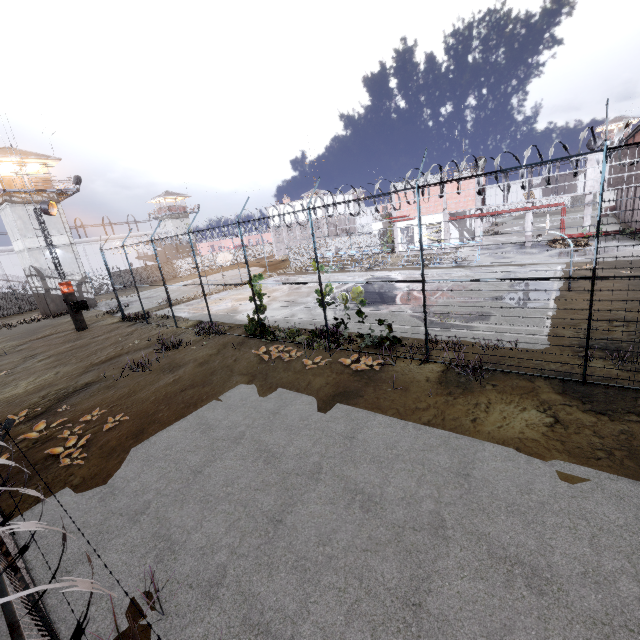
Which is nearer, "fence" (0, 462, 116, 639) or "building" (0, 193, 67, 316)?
"fence" (0, 462, 116, 639)

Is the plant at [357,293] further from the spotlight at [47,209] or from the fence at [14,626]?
the spotlight at [47,209]

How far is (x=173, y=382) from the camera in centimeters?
1219cm

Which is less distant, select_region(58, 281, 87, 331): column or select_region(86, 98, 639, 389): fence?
select_region(86, 98, 639, 389): fence

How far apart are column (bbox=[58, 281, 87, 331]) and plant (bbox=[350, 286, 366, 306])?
22.3m

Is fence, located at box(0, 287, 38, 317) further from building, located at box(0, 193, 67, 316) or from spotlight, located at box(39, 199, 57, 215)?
building, located at box(0, 193, 67, 316)

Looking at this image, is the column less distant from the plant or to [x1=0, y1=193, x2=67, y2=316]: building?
[x1=0, y1=193, x2=67, y2=316]: building

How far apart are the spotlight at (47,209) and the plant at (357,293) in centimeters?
2284cm
